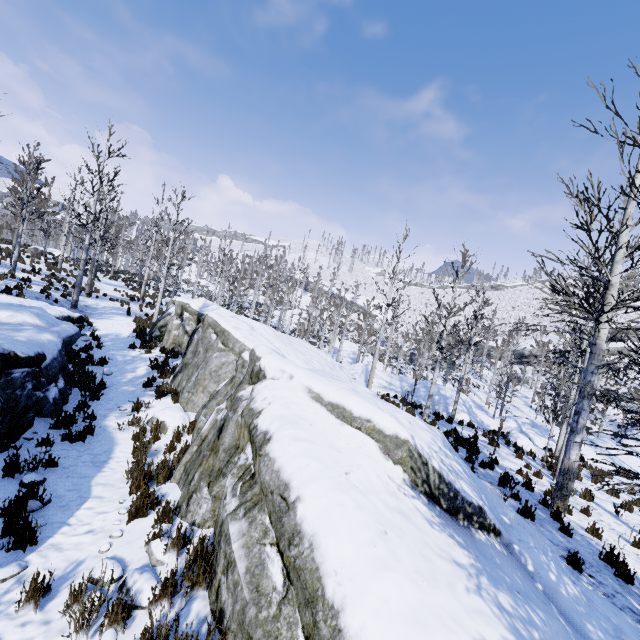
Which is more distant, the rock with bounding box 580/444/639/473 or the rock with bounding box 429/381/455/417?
the rock with bounding box 429/381/455/417

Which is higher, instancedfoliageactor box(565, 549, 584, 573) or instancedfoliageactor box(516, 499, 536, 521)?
instancedfoliageactor box(565, 549, 584, 573)

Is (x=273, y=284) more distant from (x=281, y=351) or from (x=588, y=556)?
(x=588, y=556)

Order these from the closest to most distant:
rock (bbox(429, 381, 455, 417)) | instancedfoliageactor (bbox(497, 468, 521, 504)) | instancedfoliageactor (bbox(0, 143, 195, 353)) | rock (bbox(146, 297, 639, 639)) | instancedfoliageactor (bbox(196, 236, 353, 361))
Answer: rock (bbox(146, 297, 639, 639))
instancedfoliageactor (bbox(497, 468, 521, 504))
instancedfoliageactor (bbox(0, 143, 195, 353))
rock (bbox(429, 381, 455, 417))
instancedfoliageactor (bbox(196, 236, 353, 361))

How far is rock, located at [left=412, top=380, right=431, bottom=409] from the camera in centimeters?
1952cm

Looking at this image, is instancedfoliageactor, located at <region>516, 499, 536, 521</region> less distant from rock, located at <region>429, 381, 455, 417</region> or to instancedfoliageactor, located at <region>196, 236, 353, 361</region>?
rock, located at <region>429, 381, 455, 417</region>

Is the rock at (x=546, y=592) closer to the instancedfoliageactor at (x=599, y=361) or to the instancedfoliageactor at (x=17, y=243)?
the instancedfoliageactor at (x=599, y=361)

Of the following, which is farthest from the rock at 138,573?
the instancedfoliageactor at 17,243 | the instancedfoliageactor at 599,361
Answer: the instancedfoliageactor at 17,243
